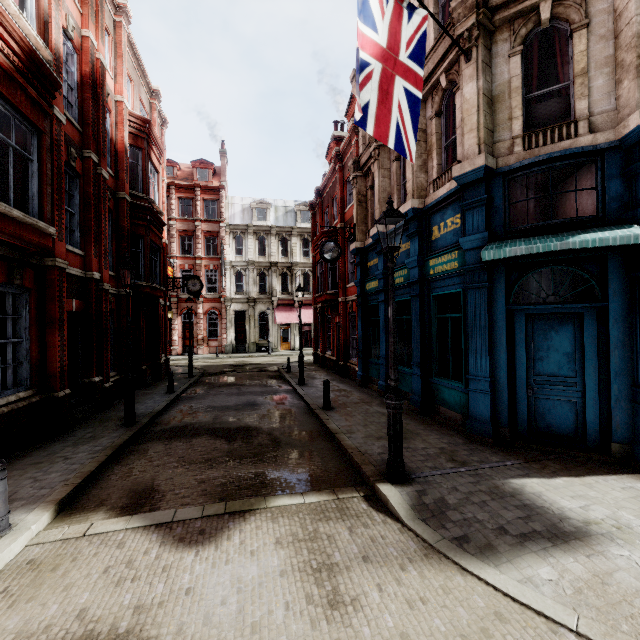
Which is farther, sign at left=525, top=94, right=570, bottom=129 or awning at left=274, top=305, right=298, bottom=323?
awning at left=274, top=305, right=298, bottom=323

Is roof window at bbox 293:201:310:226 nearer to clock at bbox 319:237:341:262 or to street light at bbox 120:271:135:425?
clock at bbox 319:237:341:262

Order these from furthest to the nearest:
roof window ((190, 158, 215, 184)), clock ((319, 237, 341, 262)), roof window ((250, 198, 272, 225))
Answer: roof window ((250, 198, 272, 225))
roof window ((190, 158, 215, 184))
clock ((319, 237, 341, 262))

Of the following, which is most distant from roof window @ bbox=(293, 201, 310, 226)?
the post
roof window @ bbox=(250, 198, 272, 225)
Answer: the post

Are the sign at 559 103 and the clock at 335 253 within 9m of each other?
yes

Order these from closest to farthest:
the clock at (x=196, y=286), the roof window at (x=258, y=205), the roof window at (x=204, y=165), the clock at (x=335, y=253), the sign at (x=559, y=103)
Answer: the sign at (x=559, y=103), the clock at (x=335, y=253), the clock at (x=196, y=286), the roof window at (x=204, y=165), the roof window at (x=258, y=205)

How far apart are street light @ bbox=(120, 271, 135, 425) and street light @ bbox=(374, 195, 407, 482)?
7.10m

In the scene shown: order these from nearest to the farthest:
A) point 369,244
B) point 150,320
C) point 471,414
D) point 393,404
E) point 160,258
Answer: point 393,404 → point 471,414 → point 369,244 → point 160,258 → point 150,320
